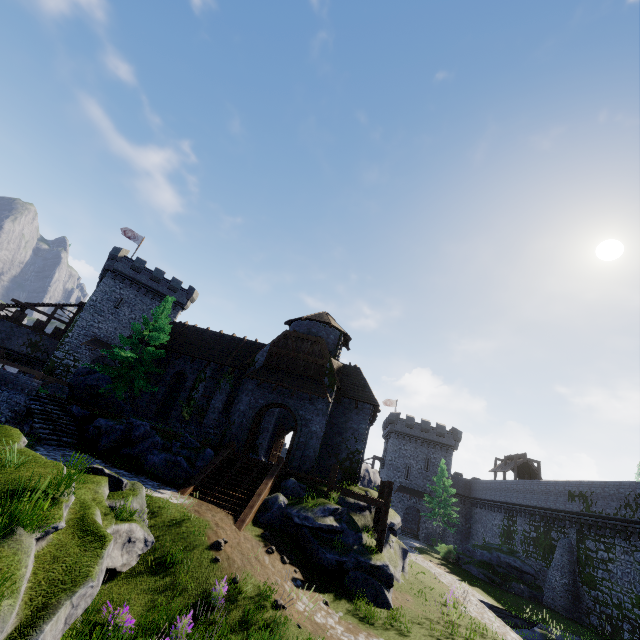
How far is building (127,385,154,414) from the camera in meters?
25.0 m

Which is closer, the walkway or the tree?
the walkway

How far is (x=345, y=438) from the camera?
23.3 meters

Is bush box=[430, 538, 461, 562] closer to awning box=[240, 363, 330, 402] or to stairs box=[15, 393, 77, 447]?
awning box=[240, 363, 330, 402]

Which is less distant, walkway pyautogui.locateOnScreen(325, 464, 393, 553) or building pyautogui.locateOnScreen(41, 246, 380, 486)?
walkway pyautogui.locateOnScreen(325, 464, 393, 553)

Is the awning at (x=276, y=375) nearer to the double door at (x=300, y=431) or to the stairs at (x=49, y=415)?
the double door at (x=300, y=431)

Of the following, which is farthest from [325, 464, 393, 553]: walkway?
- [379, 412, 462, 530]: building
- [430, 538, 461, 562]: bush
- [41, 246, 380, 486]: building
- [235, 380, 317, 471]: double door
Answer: [379, 412, 462, 530]: building

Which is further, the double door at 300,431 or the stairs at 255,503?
the double door at 300,431
